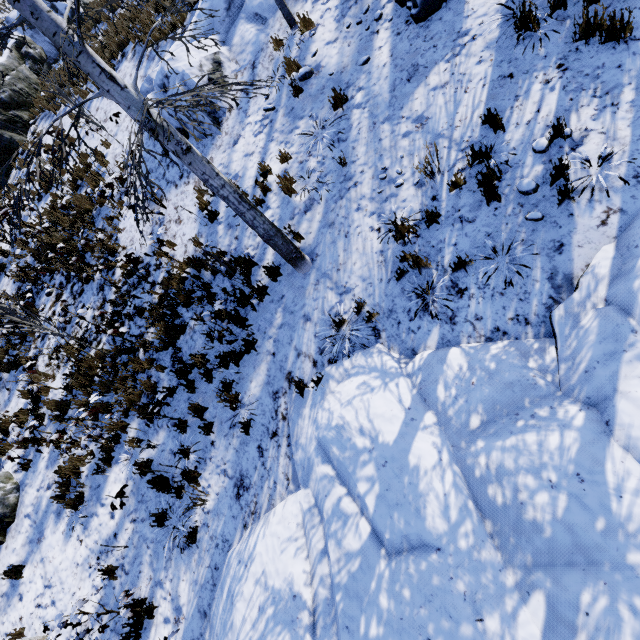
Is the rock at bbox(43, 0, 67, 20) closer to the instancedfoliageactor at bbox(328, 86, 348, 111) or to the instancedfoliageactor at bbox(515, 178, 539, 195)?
the instancedfoliageactor at bbox(328, 86, 348, 111)

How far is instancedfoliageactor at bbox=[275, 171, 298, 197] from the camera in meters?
6.6 m

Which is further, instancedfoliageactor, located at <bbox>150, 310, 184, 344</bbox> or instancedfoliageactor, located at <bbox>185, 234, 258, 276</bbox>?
instancedfoliageactor, located at <bbox>150, 310, 184, 344</bbox>

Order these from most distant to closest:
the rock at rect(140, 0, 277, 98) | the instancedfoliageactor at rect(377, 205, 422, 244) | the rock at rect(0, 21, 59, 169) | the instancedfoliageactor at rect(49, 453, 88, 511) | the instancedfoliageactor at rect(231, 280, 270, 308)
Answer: the rock at rect(0, 21, 59, 169) → the rock at rect(140, 0, 277, 98) → the instancedfoliageactor at rect(49, 453, 88, 511) → the instancedfoliageactor at rect(231, 280, 270, 308) → the instancedfoliageactor at rect(377, 205, 422, 244)

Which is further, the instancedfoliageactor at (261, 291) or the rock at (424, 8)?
the instancedfoliageactor at (261, 291)

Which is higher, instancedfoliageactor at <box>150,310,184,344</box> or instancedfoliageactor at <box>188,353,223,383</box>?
instancedfoliageactor at <box>150,310,184,344</box>

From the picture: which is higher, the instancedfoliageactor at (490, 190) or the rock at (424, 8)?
the rock at (424, 8)

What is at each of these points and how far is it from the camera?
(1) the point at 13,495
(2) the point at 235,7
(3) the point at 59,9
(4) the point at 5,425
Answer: (1) rock, 7.97m
(2) rock, 8.73m
(3) rock, 15.43m
(4) instancedfoliageactor, 8.85m
